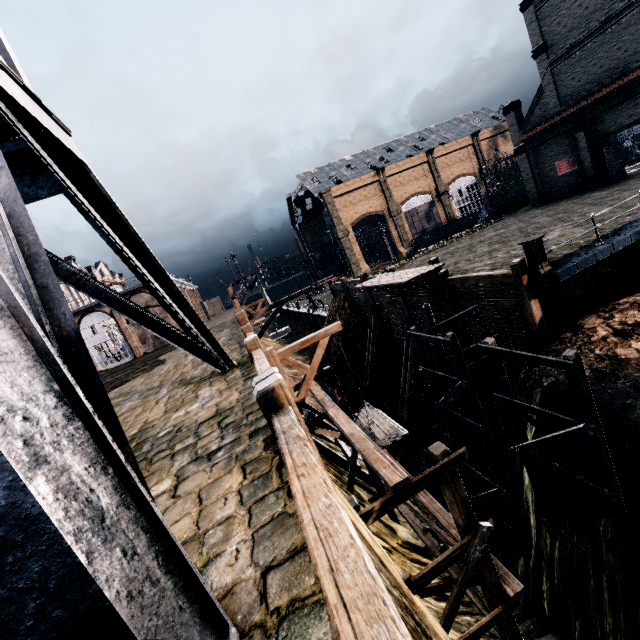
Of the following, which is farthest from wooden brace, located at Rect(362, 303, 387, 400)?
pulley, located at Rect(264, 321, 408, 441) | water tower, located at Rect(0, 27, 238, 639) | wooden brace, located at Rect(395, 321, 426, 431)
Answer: water tower, located at Rect(0, 27, 238, 639)

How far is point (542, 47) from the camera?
29.5m

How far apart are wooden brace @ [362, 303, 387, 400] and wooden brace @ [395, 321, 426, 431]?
4.4 meters

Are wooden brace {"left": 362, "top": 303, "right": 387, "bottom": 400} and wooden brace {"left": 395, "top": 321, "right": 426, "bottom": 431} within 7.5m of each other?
yes

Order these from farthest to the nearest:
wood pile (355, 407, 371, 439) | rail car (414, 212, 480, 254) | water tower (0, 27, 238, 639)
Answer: rail car (414, 212, 480, 254)
wood pile (355, 407, 371, 439)
water tower (0, 27, 238, 639)

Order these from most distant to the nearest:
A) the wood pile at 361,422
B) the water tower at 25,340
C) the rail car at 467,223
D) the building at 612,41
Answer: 1. the rail car at 467,223
2. the building at 612,41
3. the wood pile at 361,422
4. the water tower at 25,340

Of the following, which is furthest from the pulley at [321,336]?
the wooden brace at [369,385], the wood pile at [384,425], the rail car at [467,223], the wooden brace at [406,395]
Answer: the rail car at [467,223]

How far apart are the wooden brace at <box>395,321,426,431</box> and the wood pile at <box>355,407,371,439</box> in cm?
1168
